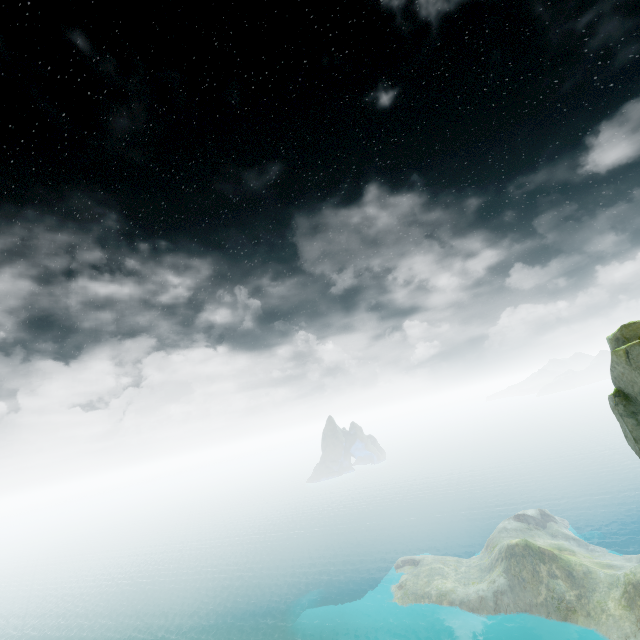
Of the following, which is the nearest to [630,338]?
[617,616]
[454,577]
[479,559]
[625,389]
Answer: [625,389]
